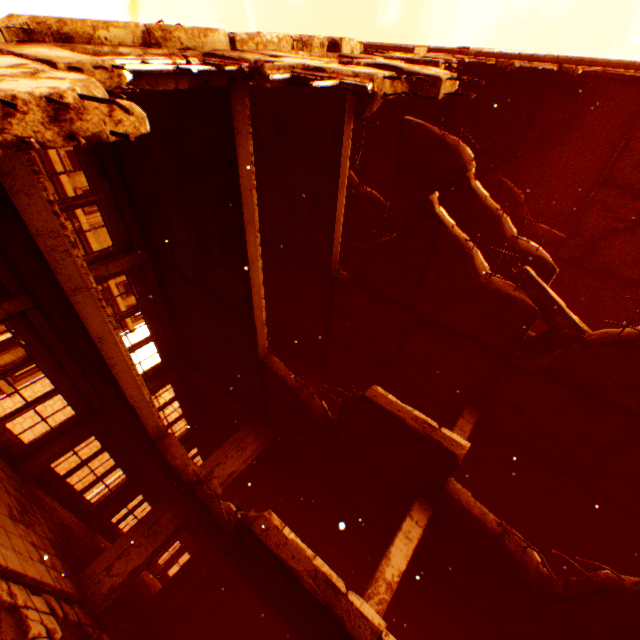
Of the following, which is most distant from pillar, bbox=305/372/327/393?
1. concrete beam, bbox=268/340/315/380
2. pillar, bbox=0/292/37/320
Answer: pillar, bbox=0/292/37/320

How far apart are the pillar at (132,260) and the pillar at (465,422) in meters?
9.6 m

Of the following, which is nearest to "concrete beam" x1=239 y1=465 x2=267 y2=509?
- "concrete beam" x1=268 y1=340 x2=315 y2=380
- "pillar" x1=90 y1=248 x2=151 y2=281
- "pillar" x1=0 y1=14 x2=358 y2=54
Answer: "concrete beam" x1=268 y1=340 x2=315 y2=380

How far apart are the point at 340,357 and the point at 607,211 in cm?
920

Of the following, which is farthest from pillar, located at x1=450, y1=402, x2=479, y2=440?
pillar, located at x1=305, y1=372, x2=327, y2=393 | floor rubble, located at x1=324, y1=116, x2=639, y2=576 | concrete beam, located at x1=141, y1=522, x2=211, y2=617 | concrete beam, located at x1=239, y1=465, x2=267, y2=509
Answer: concrete beam, located at x1=141, y1=522, x2=211, y2=617

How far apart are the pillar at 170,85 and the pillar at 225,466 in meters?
9.4

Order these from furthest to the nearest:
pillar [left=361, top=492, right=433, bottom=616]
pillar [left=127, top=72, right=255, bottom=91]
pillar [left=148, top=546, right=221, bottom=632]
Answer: pillar [left=148, top=546, right=221, bottom=632], pillar [left=361, top=492, right=433, bottom=616], pillar [left=127, top=72, right=255, bottom=91]

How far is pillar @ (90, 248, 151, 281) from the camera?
8.8 meters
